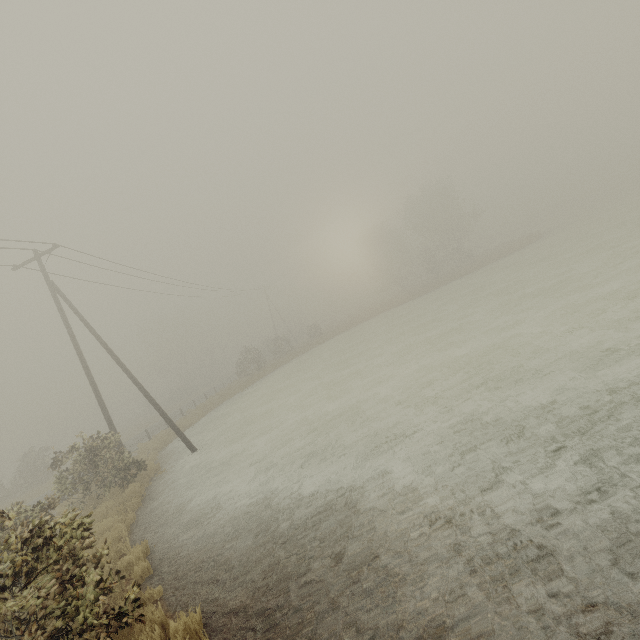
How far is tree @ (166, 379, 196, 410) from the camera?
50.2 meters

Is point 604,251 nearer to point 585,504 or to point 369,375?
point 369,375

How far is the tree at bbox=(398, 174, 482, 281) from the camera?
47.16m

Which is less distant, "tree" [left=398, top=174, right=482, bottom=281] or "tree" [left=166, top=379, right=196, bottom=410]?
"tree" [left=398, top=174, right=482, bottom=281]

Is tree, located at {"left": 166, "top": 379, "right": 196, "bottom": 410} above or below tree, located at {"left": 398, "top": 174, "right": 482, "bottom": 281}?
below

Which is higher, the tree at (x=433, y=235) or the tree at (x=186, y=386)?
the tree at (x=433, y=235)

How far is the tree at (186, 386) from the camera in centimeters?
5024cm
